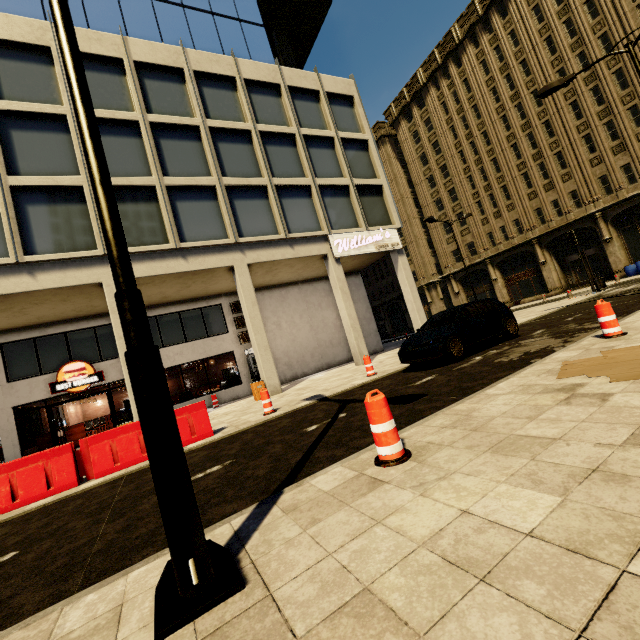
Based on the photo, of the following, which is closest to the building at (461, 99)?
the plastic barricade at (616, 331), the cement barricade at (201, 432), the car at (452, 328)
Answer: the cement barricade at (201, 432)

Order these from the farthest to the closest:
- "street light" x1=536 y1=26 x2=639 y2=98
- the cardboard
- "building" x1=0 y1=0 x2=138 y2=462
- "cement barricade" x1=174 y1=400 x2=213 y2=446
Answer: "building" x1=0 y1=0 x2=138 y2=462 < "street light" x1=536 y1=26 x2=639 y2=98 < "cement barricade" x1=174 y1=400 x2=213 y2=446 < the cardboard

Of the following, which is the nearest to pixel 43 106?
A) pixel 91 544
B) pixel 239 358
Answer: pixel 239 358

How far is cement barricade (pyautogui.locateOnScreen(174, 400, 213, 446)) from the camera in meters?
7.8

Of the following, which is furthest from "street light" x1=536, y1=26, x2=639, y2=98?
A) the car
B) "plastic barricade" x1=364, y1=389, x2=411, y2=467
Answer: "plastic barricade" x1=364, y1=389, x2=411, y2=467

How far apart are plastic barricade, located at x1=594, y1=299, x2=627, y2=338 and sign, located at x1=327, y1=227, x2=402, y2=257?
11.77m

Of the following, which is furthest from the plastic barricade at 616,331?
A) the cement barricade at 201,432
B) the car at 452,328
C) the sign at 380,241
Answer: the sign at 380,241

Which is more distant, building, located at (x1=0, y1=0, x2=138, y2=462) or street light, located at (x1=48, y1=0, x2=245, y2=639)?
building, located at (x1=0, y1=0, x2=138, y2=462)
